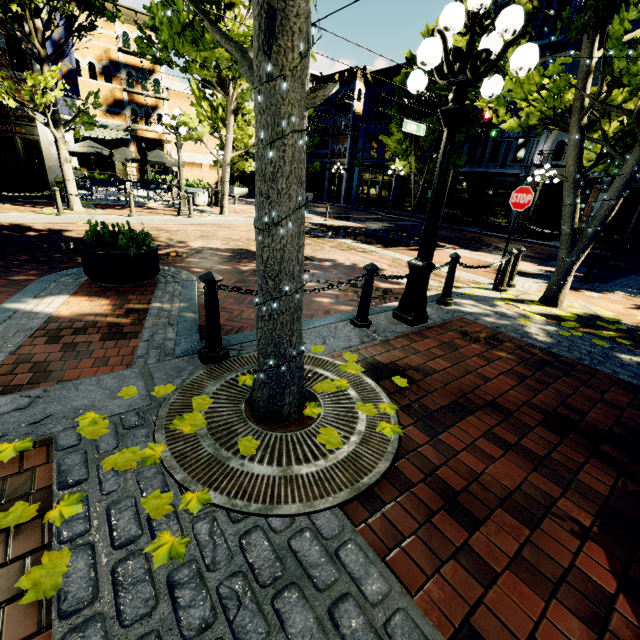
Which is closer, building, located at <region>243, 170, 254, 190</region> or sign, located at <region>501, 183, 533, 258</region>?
sign, located at <region>501, 183, 533, 258</region>

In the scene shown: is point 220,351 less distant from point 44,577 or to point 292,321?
point 292,321

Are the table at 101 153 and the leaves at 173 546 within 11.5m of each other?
no

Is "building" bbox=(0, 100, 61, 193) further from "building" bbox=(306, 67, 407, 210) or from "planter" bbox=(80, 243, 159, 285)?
"planter" bbox=(80, 243, 159, 285)

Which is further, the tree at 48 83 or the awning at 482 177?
the awning at 482 177

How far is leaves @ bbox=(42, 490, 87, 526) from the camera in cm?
161

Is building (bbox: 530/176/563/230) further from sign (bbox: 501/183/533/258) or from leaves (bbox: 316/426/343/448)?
leaves (bbox: 316/426/343/448)

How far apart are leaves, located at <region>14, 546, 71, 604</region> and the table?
18.5m
